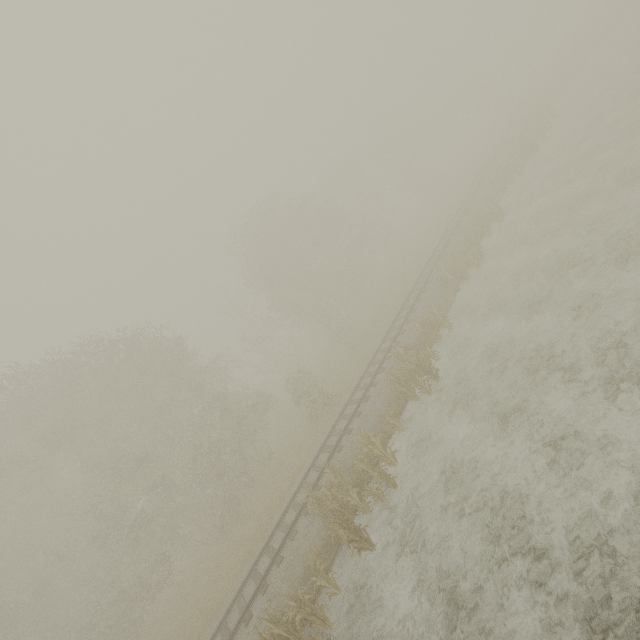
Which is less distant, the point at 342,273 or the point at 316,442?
the point at 316,442

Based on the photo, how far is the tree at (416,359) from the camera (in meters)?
13.73

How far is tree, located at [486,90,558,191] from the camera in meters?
24.9

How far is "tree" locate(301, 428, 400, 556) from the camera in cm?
1017

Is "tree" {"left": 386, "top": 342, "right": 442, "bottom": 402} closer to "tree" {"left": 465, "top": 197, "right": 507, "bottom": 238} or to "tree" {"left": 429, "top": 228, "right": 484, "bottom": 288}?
"tree" {"left": 429, "top": 228, "right": 484, "bottom": 288}

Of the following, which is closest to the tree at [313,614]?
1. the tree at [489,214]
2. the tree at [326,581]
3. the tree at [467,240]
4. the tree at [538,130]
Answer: the tree at [326,581]

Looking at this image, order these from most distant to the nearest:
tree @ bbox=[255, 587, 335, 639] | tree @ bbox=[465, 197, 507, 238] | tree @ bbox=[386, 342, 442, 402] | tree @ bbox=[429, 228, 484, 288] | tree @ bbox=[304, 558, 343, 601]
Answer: tree @ bbox=[465, 197, 507, 238] < tree @ bbox=[429, 228, 484, 288] < tree @ bbox=[386, 342, 442, 402] < tree @ bbox=[304, 558, 343, 601] < tree @ bbox=[255, 587, 335, 639]

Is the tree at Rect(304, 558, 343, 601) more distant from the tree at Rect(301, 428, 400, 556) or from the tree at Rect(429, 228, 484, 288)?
the tree at Rect(429, 228, 484, 288)
